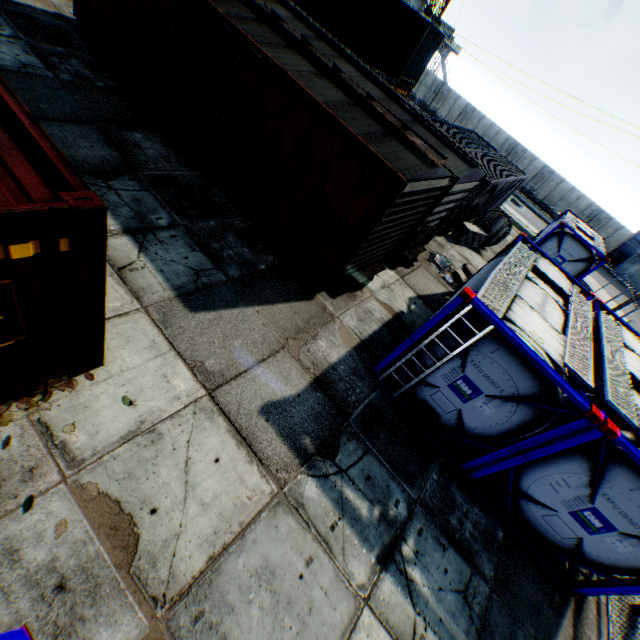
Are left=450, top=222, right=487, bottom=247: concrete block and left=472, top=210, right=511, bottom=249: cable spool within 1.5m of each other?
yes

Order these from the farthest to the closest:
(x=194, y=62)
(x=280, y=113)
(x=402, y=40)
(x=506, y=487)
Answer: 1. (x=402, y=40)
2. (x=194, y=62)
3. (x=280, y=113)
4. (x=506, y=487)

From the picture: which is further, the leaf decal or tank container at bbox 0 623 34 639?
the leaf decal

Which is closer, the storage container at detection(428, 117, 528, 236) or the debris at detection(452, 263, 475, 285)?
the debris at detection(452, 263, 475, 285)

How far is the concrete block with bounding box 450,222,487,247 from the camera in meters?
15.8

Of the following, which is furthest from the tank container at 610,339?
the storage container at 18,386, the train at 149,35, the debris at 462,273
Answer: the storage container at 18,386

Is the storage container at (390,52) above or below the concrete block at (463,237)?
above

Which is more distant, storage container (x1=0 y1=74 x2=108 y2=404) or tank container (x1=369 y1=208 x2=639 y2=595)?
tank container (x1=369 y1=208 x2=639 y2=595)
